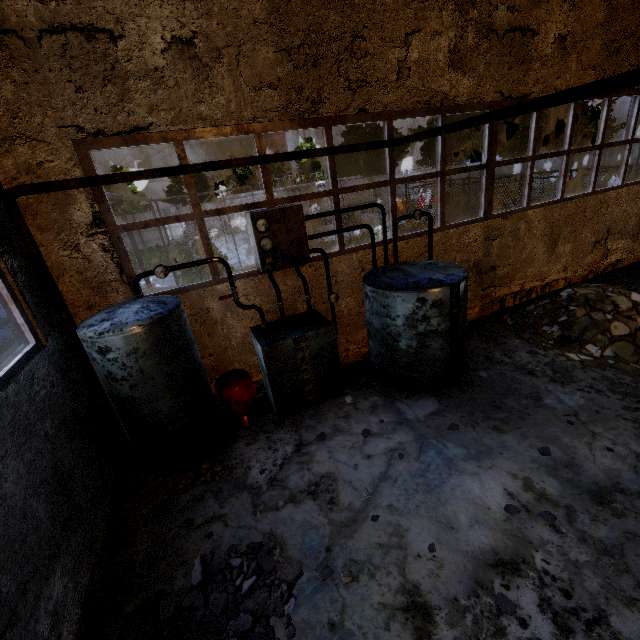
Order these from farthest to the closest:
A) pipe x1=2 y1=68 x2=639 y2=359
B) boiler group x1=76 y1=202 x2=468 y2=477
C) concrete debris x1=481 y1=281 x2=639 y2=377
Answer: concrete debris x1=481 y1=281 x2=639 y2=377
boiler group x1=76 y1=202 x2=468 y2=477
pipe x1=2 y1=68 x2=639 y2=359

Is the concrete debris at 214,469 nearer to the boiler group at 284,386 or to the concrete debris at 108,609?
the boiler group at 284,386

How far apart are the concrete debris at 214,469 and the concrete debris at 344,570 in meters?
1.9 m

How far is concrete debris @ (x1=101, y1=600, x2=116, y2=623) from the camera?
3.55m

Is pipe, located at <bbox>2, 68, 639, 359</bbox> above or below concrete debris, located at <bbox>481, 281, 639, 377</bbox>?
above

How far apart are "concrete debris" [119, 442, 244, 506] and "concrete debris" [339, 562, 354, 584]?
1.9 meters

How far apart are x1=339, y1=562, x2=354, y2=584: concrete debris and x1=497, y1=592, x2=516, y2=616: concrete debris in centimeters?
147cm

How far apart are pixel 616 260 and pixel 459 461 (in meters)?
10.48
